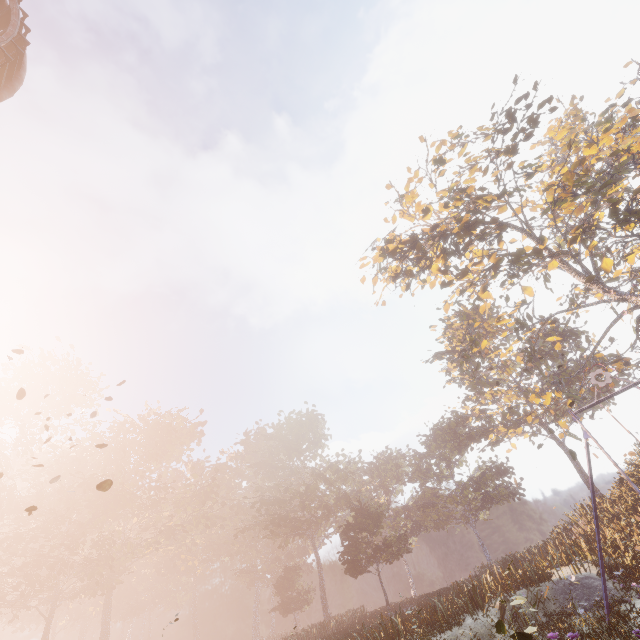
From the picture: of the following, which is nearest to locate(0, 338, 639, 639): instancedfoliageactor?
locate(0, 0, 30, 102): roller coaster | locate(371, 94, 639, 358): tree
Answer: locate(0, 0, 30, 102): roller coaster

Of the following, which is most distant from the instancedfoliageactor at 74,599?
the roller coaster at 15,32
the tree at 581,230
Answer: the tree at 581,230

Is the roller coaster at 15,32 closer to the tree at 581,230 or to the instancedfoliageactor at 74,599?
the instancedfoliageactor at 74,599

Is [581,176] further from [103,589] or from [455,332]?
[103,589]

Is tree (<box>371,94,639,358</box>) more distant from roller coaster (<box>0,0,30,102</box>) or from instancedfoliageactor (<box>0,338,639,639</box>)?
roller coaster (<box>0,0,30,102</box>)

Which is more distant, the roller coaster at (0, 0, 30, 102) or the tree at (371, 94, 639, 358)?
the tree at (371, 94, 639, 358)

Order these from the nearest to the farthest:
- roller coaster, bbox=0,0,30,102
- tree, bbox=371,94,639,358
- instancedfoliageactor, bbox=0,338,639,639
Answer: roller coaster, bbox=0,0,30,102, instancedfoliageactor, bbox=0,338,639,639, tree, bbox=371,94,639,358

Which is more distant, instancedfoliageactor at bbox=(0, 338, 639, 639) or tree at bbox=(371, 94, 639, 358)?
tree at bbox=(371, 94, 639, 358)
